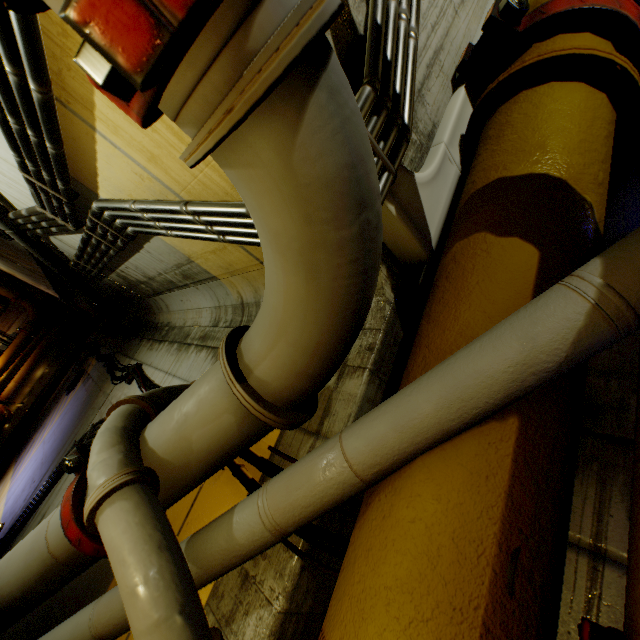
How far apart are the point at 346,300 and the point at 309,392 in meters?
0.6

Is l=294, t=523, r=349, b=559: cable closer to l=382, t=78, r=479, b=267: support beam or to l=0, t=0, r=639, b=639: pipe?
l=0, t=0, r=639, b=639: pipe

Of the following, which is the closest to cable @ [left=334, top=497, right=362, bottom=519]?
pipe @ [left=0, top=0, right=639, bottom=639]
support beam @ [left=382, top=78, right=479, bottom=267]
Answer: pipe @ [left=0, top=0, right=639, bottom=639]

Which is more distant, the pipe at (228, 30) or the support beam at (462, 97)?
the support beam at (462, 97)

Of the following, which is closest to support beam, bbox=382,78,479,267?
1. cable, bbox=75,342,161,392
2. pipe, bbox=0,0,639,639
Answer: pipe, bbox=0,0,639,639

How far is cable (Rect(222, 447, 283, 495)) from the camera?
2.0m

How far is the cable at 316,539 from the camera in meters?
1.4

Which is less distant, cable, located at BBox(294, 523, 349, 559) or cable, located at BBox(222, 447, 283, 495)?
cable, located at BBox(294, 523, 349, 559)
